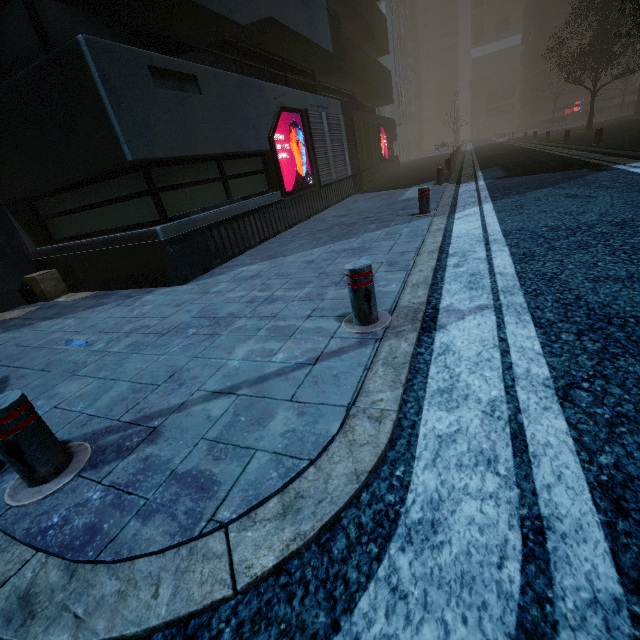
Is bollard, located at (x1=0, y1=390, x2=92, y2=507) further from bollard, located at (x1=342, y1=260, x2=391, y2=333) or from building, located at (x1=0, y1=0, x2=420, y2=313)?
building, located at (x1=0, y1=0, x2=420, y2=313)

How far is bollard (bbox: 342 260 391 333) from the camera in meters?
2.7

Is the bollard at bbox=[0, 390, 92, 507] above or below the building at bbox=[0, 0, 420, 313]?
below

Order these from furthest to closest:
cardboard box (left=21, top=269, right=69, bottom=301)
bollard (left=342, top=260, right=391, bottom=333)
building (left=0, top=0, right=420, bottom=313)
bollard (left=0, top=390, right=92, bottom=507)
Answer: cardboard box (left=21, top=269, right=69, bottom=301)
building (left=0, top=0, right=420, bottom=313)
bollard (left=342, top=260, right=391, bottom=333)
bollard (left=0, top=390, right=92, bottom=507)

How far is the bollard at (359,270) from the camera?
2.68m

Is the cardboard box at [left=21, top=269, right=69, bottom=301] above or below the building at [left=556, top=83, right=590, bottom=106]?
below

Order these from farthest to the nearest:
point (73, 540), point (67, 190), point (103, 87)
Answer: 1. point (67, 190)
2. point (103, 87)
3. point (73, 540)

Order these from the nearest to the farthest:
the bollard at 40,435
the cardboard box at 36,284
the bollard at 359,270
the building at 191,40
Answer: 1. the bollard at 40,435
2. the bollard at 359,270
3. the building at 191,40
4. the cardboard box at 36,284
